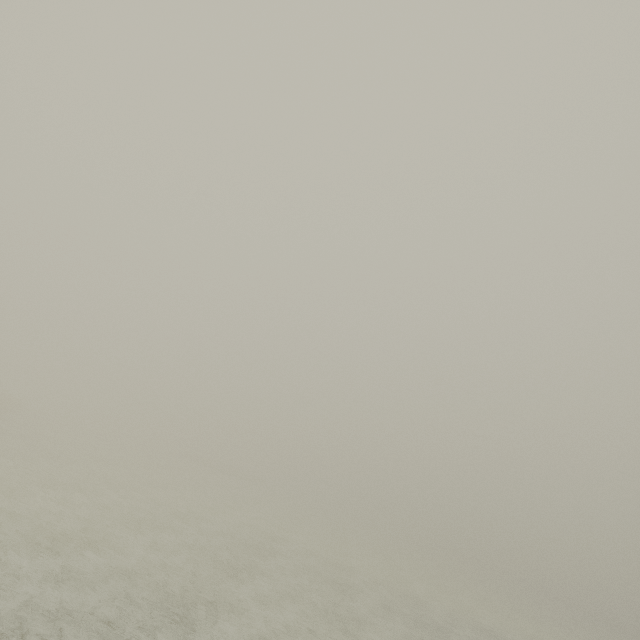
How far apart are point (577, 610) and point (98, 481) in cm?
8396
